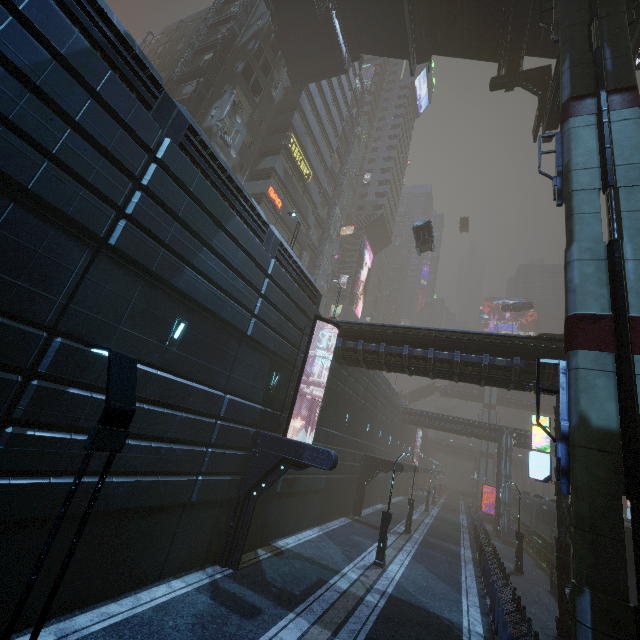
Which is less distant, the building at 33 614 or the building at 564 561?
the building at 33 614

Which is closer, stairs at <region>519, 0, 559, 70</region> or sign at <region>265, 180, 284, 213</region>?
stairs at <region>519, 0, 559, 70</region>

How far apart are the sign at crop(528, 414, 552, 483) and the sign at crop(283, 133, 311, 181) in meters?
29.3

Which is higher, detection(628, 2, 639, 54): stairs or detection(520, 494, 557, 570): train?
detection(628, 2, 639, 54): stairs

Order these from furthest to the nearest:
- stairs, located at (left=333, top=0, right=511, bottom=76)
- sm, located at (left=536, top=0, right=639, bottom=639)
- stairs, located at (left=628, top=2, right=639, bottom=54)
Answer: stairs, located at (left=333, top=0, right=511, bottom=76) < stairs, located at (left=628, top=2, right=639, bottom=54) < sm, located at (left=536, top=0, right=639, bottom=639)

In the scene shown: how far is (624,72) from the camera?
11.66m

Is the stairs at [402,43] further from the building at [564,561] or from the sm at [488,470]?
the sm at [488,470]

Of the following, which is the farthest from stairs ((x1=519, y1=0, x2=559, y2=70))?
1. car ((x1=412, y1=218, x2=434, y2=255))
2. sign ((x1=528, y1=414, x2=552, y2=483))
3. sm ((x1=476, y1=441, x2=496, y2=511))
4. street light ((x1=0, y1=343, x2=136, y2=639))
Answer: sm ((x1=476, y1=441, x2=496, y2=511))
